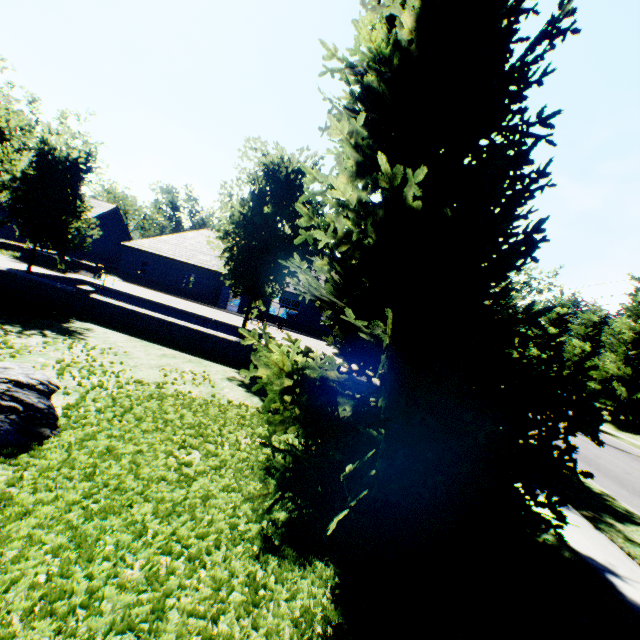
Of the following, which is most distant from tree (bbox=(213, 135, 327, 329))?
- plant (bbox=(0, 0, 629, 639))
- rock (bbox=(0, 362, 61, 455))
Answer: rock (bbox=(0, 362, 61, 455))

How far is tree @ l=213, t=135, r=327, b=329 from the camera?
10.4 meters

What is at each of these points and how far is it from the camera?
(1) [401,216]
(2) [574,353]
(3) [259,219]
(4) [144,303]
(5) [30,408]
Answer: (1) plant, 3.8 meters
(2) tree, 29.6 meters
(3) tree, 10.8 meters
(4) swimming pool, 21.7 meters
(5) rock, 3.8 meters

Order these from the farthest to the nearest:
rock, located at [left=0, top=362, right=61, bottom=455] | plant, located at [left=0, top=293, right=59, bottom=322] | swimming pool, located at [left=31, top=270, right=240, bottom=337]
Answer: swimming pool, located at [left=31, top=270, right=240, bottom=337]
plant, located at [left=0, top=293, right=59, bottom=322]
rock, located at [left=0, top=362, right=61, bottom=455]

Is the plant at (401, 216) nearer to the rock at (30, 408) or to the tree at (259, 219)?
the rock at (30, 408)

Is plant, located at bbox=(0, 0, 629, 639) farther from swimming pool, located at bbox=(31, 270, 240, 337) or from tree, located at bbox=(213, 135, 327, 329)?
swimming pool, located at bbox=(31, 270, 240, 337)
